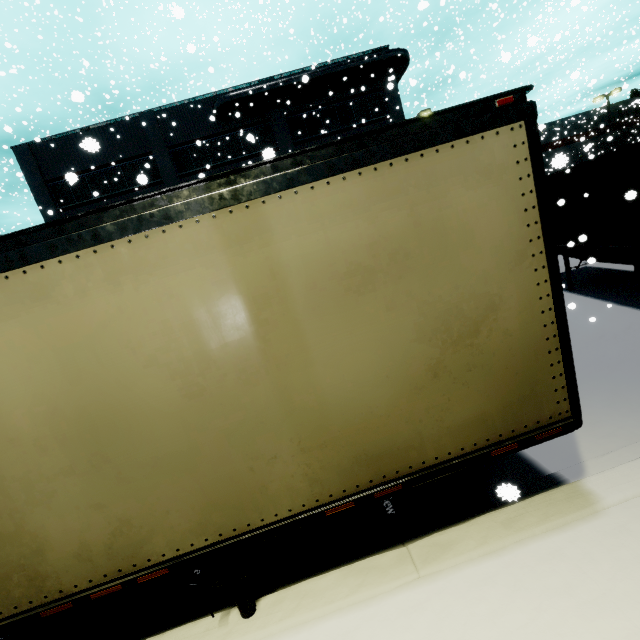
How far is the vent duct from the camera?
19.9m

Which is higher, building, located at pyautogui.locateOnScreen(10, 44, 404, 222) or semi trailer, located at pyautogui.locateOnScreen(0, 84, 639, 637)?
building, located at pyautogui.locateOnScreen(10, 44, 404, 222)

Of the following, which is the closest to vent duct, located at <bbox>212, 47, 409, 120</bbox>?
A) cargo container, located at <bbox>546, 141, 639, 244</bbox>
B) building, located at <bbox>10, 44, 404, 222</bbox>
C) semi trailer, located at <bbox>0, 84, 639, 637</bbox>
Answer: building, located at <bbox>10, 44, 404, 222</bbox>

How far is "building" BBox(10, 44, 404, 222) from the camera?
20.30m

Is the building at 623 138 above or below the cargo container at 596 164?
above

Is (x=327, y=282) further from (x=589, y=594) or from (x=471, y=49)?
(x=471, y=49)

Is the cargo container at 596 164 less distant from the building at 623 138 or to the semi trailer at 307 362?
the semi trailer at 307 362

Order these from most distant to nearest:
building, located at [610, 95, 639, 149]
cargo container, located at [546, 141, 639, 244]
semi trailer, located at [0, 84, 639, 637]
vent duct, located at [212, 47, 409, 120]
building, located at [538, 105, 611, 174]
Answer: building, located at [610, 95, 639, 149] < vent duct, located at [212, 47, 409, 120] < building, located at [538, 105, 611, 174] < cargo container, located at [546, 141, 639, 244] < semi trailer, located at [0, 84, 639, 637]
